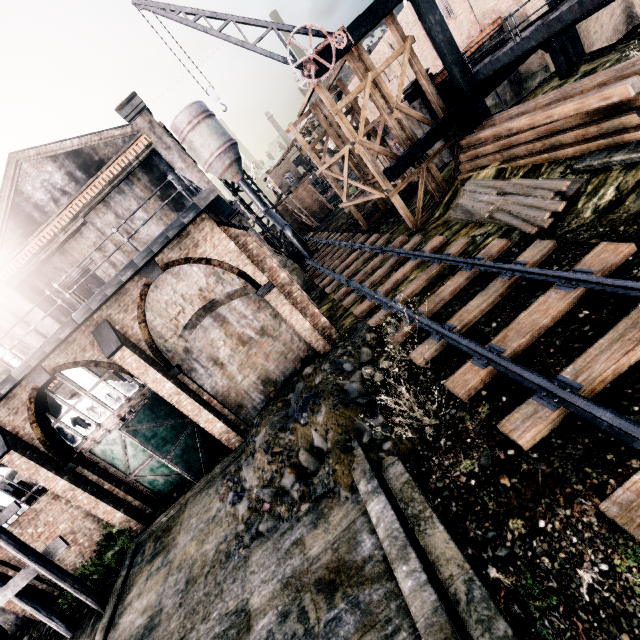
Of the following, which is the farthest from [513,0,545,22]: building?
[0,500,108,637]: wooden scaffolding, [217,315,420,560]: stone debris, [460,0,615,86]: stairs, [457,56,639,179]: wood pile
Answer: [0,500,108,637]: wooden scaffolding

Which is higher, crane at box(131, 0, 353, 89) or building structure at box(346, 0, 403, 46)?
crane at box(131, 0, 353, 89)

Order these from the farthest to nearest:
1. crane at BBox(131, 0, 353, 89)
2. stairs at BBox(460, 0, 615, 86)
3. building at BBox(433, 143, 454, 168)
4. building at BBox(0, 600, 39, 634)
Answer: building at BBox(433, 143, 454, 168) → building at BBox(0, 600, 39, 634) → crane at BBox(131, 0, 353, 89) → stairs at BBox(460, 0, 615, 86)

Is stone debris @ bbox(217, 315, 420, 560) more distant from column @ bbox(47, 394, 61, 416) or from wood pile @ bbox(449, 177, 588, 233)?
column @ bbox(47, 394, 61, 416)

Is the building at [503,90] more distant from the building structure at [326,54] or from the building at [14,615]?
the building at [14,615]

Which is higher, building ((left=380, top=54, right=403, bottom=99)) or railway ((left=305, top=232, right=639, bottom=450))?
building ((left=380, top=54, right=403, bottom=99))

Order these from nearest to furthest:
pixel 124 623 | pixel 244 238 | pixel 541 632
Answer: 1. pixel 541 632
2. pixel 124 623
3. pixel 244 238

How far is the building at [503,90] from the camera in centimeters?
1916cm
